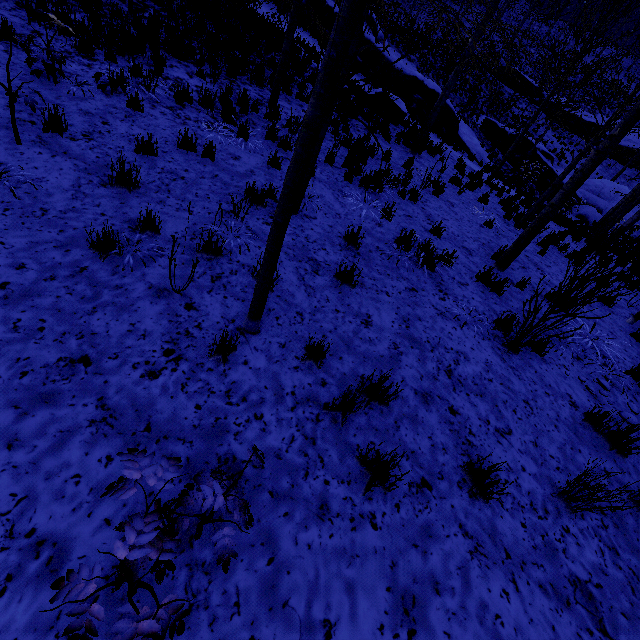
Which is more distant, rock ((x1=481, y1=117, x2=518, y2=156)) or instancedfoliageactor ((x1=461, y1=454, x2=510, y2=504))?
rock ((x1=481, y1=117, x2=518, y2=156))

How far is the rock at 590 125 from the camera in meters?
32.7 m

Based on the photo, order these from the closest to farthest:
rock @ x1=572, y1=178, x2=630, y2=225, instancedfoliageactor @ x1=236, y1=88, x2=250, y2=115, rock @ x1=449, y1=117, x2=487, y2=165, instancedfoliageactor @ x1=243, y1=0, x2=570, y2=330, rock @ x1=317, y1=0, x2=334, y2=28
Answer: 1. instancedfoliageactor @ x1=243, y1=0, x2=570, y2=330
2. instancedfoliageactor @ x1=236, y1=88, x2=250, y2=115
3. rock @ x1=317, y1=0, x2=334, y2=28
4. rock @ x1=449, y1=117, x2=487, y2=165
5. rock @ x1=572, y1=178, x2=630, y2=225

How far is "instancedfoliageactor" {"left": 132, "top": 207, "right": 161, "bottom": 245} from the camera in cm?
360

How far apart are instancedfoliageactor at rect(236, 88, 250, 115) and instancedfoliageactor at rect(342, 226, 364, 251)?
3.5 meters

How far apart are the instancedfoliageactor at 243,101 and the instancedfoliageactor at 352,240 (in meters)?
3.53

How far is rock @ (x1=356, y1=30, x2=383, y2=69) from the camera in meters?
16.9 m

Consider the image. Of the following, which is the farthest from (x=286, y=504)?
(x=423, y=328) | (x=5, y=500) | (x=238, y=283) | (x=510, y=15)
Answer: (x=510, y=15)
